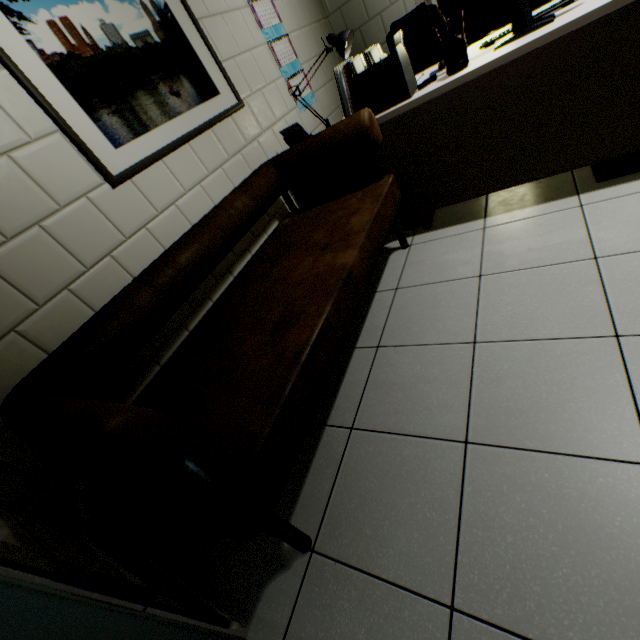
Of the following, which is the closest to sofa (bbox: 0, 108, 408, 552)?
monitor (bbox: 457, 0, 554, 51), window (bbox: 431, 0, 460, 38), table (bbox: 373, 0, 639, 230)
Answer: table (bbox: 373, 0, 639, 230)

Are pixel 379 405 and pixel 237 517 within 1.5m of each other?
yes

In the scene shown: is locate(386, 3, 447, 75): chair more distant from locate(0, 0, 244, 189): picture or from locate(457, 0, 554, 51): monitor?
locate(0, 0, 244, 189): picture

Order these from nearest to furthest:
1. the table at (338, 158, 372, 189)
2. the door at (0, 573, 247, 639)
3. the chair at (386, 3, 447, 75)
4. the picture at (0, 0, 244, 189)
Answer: the door at (0, 573, 247, 639) < the picture at (0, 0, 244, 189) < the table at (338, 158, 372, 189) < the chair at (386, 3, 447, 75)

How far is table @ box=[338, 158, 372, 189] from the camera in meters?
2.3 m

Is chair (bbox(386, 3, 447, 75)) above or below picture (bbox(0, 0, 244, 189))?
below

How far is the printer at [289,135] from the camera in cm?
239

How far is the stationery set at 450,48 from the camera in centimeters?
168cm
